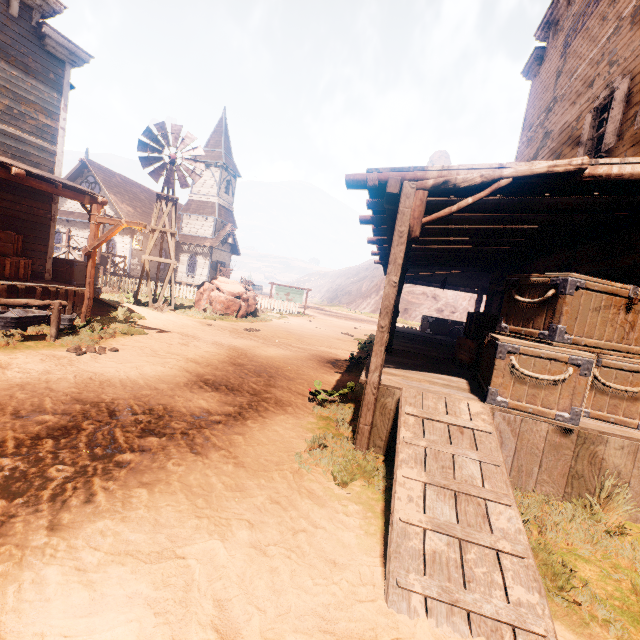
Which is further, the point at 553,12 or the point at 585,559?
the point at 553,12

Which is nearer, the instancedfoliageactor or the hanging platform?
the instancedfoliageactor

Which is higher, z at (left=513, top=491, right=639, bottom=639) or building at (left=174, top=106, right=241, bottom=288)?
building at (left=174, top=106, right=241, bottom=288)

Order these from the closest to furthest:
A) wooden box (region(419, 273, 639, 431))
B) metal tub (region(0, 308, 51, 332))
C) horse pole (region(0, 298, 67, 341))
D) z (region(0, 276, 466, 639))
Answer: z (region(0, 276, 466, 639)) < wooden box (region(419, 273, 639, 431)) < horse pole (region(0, 298, 67, 341)) < metal tub (region(0, 308, 51, 332))

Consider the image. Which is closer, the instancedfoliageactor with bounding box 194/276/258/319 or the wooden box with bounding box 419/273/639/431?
the wooden box with bounding box 419/273/639/431

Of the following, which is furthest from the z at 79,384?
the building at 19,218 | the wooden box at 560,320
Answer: the wooden box at 560,320

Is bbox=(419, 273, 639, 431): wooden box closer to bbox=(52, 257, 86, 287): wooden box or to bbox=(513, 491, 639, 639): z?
bbox=(513, 491, 639, 639): z

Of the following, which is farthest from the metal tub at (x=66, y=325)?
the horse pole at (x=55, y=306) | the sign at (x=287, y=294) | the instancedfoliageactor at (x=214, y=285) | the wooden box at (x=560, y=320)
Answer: the sign at (x=287, y=294)
